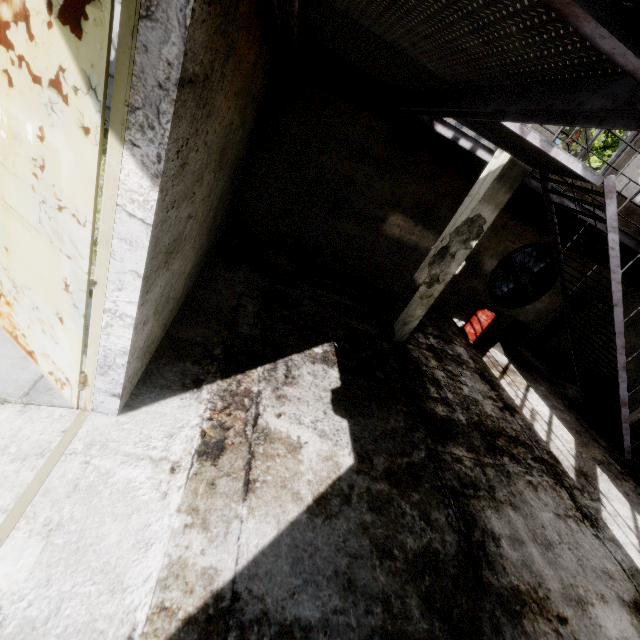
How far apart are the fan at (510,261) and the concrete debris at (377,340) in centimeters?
469cm

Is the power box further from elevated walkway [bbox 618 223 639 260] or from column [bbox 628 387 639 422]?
column [bbox 628 387 639 422]

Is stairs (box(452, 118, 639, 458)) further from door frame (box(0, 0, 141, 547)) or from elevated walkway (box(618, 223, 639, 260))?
door frame (box(0, 0, 141, 547))

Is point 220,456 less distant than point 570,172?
Yes

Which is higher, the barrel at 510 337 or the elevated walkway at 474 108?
the elevated walkway at 474 108

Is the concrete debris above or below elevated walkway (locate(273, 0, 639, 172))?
below

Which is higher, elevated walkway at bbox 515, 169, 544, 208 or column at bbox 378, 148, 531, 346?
elevated walkway at bbox 515, 169, 544, 208

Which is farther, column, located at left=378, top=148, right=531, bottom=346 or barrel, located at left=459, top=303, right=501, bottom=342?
barrel, located at left=459, top=303, right=501, bottom=342
